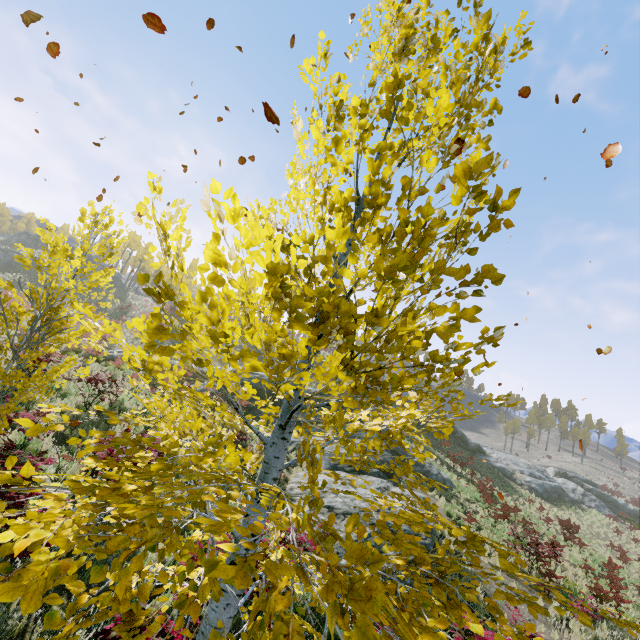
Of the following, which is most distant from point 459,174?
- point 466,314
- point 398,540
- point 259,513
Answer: point 259,513

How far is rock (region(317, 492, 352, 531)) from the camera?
10.3 meters

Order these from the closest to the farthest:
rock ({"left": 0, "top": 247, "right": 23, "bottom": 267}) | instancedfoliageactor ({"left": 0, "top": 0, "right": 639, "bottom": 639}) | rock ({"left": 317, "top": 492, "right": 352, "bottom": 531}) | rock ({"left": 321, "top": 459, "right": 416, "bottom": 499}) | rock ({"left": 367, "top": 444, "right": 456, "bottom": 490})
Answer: instancedfoliageactor ({"left": 0, "top": 0, "right": 639, "bottom": 639})
rock ({"left": 317, "top": 492, "right": 352, "bottom": 531})
rock ({"left": 321, "top": 459, "right": 416, "bottom": 499})
rock ({"left": 367, "top": 444, "right": 456, "bottom": 490})
rock ({"left": 0, "top": 247, "right": 23, "bottom": 267})

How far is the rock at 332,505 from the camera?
10.3m

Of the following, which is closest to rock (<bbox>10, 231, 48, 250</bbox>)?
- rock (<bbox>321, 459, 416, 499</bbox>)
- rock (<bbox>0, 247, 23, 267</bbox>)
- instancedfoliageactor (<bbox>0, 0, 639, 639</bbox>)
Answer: rock (<bbox>0, 247, 23, 267</bbox>)

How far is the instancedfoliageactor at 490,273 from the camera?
1.5 meters

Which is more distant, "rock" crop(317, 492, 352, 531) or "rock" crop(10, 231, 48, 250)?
"rock" crop(10, 231, 48, 250)

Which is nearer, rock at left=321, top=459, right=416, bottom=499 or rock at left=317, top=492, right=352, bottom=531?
rock at left=317, top=492, right=352, bottom=531
